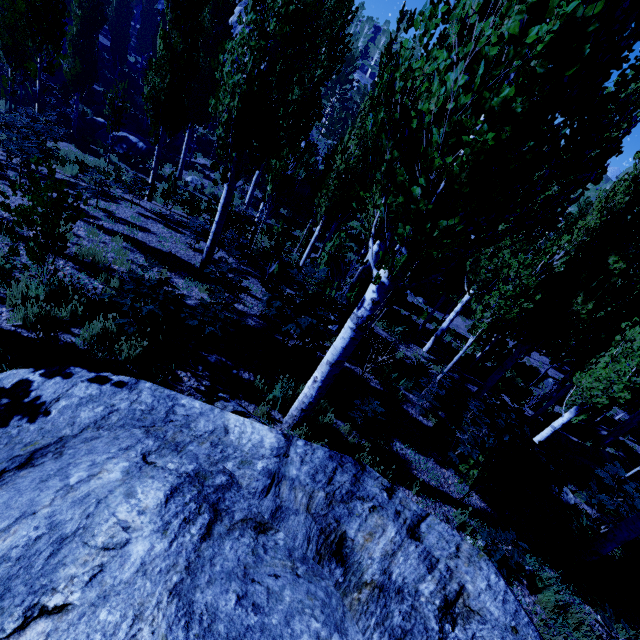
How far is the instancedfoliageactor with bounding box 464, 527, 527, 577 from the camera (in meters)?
4.80

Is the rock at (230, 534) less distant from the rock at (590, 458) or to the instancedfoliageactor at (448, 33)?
the instancedfoliageactor at (448, 33)

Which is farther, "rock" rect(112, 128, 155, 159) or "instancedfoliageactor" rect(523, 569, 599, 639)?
"rock" rect(112, 128, 155, 159)

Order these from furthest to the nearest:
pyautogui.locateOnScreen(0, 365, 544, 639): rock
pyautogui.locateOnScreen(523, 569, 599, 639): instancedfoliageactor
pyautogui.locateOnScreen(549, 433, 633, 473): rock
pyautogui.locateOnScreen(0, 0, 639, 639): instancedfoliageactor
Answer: pyautogui.locateOnScreen(549, 433, 633, 473): rock, pyautogui.locateOnScreen(523, 569, 599, 639): instancedfoliageactor, pyautogui.locateOnScreen(0, 0, 639, 639): instancedfoliageactor, pyautogui.locateOnScreen(0, 365, 544, 639): rock

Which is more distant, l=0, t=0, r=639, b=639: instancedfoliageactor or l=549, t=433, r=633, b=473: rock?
l=549, t=433, r=633, b=473: rock

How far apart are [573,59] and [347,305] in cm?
482

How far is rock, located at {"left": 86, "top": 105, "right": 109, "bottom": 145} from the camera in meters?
20.5

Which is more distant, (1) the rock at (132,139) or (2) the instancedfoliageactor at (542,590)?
(1) the rock at (132,139)
